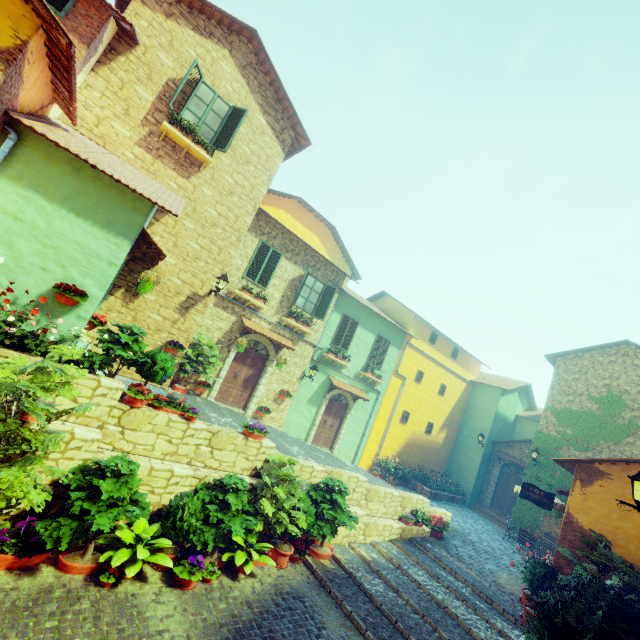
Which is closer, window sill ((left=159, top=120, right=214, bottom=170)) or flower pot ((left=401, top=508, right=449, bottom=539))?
window sill ((left=159, top=120, right=214, bottom=170))

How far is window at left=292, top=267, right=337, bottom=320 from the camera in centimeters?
1372cm

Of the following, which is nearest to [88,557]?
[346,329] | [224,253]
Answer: [224,253]

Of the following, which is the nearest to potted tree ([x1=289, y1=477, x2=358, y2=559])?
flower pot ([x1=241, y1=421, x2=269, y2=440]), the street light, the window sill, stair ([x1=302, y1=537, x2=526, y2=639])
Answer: stair ([x1=302, y1=537, x2=526, y2=639])

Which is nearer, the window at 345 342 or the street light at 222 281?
the street light at 222 281

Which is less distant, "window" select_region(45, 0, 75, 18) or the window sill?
"window" select_region(45, 0, 75, 18)

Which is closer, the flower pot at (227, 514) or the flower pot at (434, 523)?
the flower pot at (227, 514)

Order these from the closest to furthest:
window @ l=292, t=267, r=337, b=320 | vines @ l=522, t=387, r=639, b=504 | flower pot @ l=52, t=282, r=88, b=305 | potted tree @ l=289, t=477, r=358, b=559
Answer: flower pot @ l=52, t=282, r=88, b=305
potted tree @ l=289, t=477, r=358, b=559
window @ l=292, t=267, r=337, b=320
vines @ l=522, t=387, r=639, b=504
